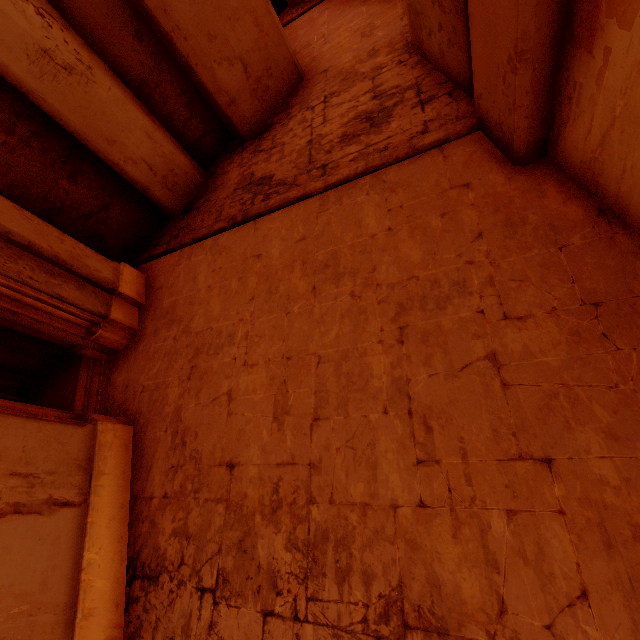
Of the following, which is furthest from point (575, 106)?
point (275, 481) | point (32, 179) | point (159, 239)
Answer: point (32, 179)
